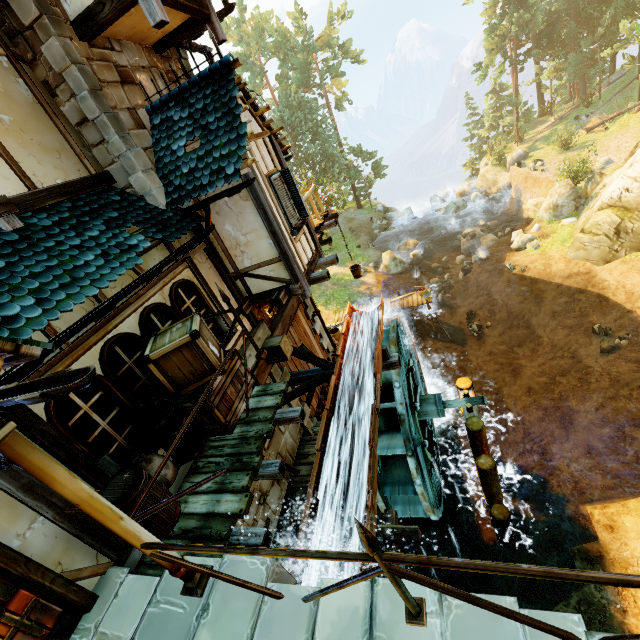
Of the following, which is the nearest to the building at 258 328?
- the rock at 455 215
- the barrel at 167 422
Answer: the barrel at 167 422

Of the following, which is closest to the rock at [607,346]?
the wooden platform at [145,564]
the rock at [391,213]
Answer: the wooden platform at [145,564]

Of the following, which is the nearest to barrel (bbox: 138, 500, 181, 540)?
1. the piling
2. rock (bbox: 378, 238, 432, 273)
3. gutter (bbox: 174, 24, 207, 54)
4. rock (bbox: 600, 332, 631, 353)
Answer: the piling

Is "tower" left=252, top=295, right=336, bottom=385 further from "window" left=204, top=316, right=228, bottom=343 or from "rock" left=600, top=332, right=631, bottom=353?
"rock" left=600, top=332, right=631, bottom=353

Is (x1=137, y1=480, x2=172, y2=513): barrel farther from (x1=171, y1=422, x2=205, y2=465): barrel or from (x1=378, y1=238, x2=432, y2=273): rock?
(x1=378, y1=238, x2=432, y2=273): rock

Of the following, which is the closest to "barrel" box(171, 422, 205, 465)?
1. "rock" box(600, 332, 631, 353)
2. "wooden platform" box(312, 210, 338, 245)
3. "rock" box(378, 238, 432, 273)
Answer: "wooden platform" box(312, 210, 338, 245)

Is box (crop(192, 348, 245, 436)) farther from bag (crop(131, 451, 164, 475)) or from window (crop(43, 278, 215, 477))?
bag (crop(131, 451, 164, 475))

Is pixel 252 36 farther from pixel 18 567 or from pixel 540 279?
pixel 18 567
